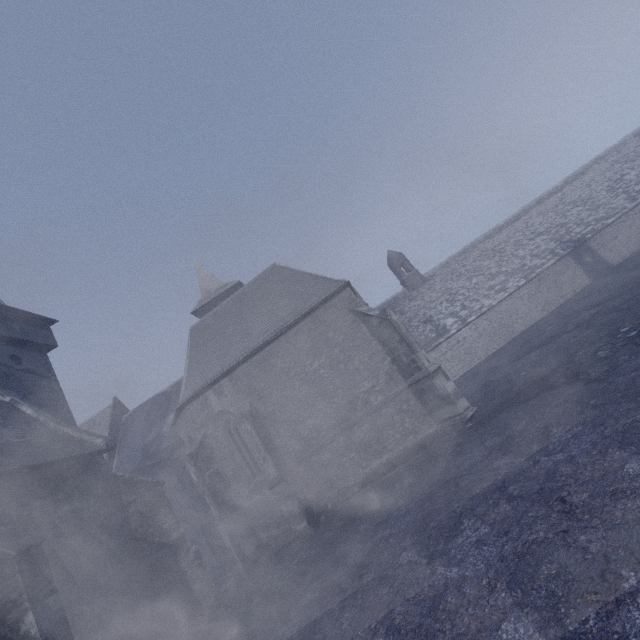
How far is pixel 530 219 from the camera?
31.61m
